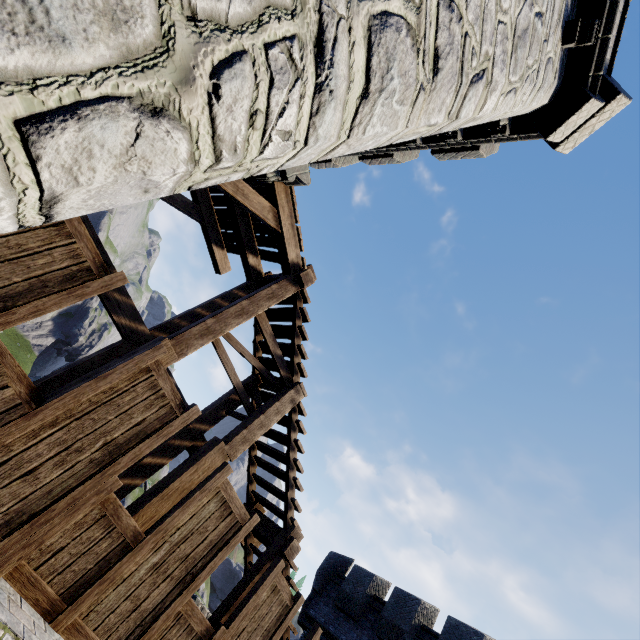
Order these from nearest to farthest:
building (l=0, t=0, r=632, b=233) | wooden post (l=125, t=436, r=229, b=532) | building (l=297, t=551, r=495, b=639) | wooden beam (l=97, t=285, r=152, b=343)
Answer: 1. building (l=0, t=0, r=632, b=233)
2. wooden post (l=125, t=436, r=229, b=532)
3. wooden beam (l=97, t=285, r=152, b=343)
4. building (l=297, t=551, r=495, b=639)

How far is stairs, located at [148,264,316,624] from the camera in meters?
5.5 m

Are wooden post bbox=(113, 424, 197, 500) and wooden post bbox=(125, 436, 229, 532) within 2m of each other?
yes

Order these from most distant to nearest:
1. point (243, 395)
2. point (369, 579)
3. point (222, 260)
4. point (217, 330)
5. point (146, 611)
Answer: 1. point (369, 579)
2. point (222, 260)
3. point (243, 395)
4. point (217, 330)
5. point (146, 611)

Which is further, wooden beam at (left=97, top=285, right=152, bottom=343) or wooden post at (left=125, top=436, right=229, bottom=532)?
wooden beam at (left=97, top=285, right=152, bottom=343)

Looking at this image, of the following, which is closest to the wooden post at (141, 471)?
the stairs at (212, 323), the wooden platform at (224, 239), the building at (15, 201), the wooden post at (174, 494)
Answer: the stairs at (212, 323)

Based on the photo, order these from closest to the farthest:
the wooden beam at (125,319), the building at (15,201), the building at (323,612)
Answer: the building at (15,201)
the wooden beam at (125,319)
the building at (323,612)

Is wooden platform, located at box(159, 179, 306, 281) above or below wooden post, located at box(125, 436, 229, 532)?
above
